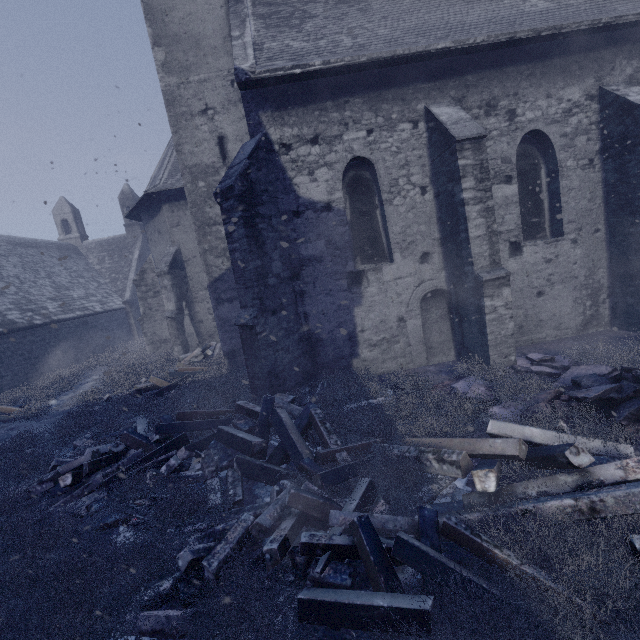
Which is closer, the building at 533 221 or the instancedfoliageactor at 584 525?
the instancedfoliageactor at 584 525

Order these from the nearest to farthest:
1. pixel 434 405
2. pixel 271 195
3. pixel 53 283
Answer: pixel 434 405 → pixel 271 195 → pixel 53 283

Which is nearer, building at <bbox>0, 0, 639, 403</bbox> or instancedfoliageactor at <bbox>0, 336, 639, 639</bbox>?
instancedfoliageactor at <bbox>0, 336, 639, 639</bbox>

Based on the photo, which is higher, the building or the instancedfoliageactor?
the building

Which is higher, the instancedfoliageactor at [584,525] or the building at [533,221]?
the building at [533,221]
